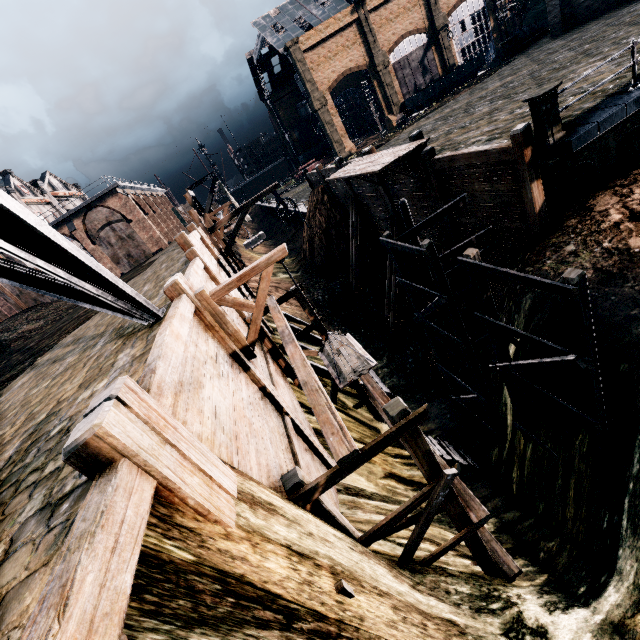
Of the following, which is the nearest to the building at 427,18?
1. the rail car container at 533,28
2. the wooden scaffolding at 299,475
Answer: the rail car container at 533,28

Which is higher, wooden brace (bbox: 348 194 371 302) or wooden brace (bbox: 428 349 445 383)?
wooden brace (bbox: 348 194 371 302)

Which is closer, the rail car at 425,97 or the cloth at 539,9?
the cloth at 539,9

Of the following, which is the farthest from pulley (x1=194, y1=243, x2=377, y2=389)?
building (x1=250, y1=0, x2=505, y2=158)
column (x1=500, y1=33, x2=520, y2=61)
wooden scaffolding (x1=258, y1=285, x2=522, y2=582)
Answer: column (x1=500, y1=33, x2=520, y2=61)

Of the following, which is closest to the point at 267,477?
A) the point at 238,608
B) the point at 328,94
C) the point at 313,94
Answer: the point at 238,608

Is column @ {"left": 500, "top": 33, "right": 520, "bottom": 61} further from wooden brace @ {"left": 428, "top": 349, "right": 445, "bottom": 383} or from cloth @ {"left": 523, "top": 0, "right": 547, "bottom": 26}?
wooden brace @ {"left": 428, "top": 349, "right": 445, "bottom": 383}

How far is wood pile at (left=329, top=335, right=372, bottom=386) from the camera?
8.6m

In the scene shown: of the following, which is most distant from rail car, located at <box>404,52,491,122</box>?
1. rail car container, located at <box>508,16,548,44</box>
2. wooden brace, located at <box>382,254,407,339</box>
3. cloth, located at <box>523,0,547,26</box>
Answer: wooden brace, located at <box>382,254,407,339</box>
